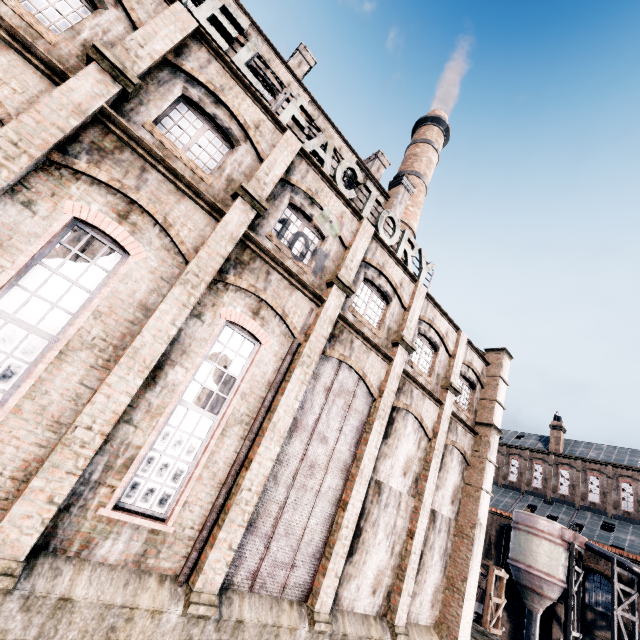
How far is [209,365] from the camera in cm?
961

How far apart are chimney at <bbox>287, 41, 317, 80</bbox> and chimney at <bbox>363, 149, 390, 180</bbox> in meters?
7.6

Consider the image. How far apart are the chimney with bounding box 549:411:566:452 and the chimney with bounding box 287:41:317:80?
52.74m

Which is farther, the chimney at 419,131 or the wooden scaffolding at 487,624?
the chimney at 419,131

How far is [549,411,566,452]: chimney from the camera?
44.50m

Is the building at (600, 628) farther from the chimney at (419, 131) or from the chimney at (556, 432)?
the chimney at (419, 131)

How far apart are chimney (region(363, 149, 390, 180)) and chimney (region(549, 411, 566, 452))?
43.47m

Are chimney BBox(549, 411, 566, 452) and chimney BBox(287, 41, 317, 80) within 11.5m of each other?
no
